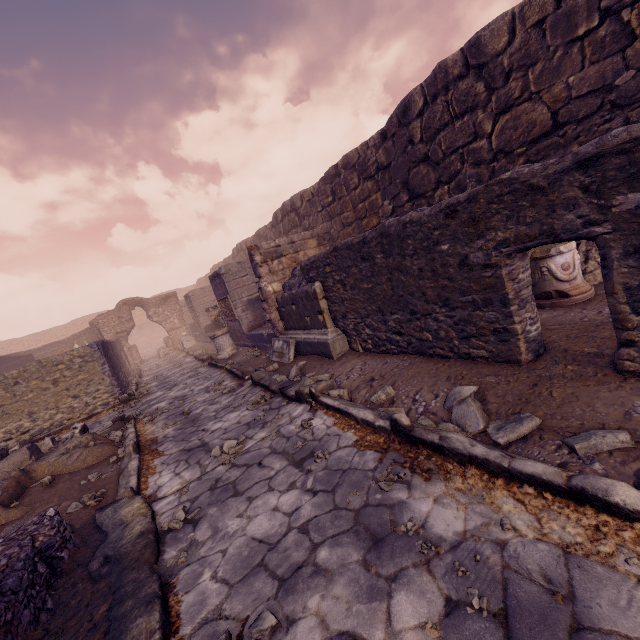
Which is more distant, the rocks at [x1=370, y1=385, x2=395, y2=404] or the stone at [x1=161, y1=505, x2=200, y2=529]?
the rocks at [x1=370, y1=385, x2=395, y2=404]

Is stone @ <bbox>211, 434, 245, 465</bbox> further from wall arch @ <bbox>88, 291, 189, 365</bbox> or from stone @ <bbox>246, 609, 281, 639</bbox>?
wall arch @ <bbox>88, 291, 189, 365</bbox>

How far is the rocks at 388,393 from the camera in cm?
393

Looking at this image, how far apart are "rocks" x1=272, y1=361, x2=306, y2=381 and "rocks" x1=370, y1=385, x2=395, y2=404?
1.85m

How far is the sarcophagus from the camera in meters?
13.7

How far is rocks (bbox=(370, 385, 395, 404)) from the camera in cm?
393

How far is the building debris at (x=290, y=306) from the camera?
6.1m

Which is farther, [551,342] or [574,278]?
[574,278]
